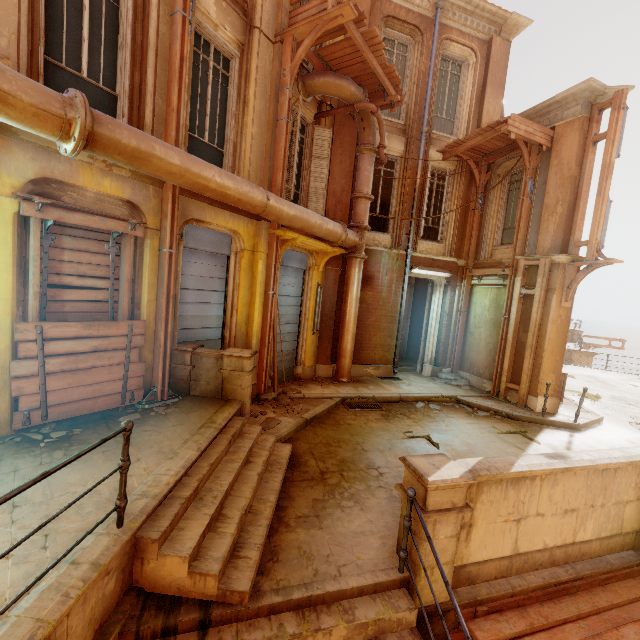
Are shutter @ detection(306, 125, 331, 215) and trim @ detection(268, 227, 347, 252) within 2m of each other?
yes

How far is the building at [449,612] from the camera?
3.59m

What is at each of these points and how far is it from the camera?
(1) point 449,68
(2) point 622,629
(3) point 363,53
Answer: (1) window, 11.49m
(2) trim, 3.73m
(3) wood, 7.62m

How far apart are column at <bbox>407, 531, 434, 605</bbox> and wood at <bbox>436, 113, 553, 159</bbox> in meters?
9.3 m

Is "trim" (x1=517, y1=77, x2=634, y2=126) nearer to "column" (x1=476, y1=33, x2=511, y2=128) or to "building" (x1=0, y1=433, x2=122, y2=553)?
"column" (x1=476, y1=33, x2=511, y2=128)

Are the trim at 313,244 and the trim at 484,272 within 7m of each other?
yes

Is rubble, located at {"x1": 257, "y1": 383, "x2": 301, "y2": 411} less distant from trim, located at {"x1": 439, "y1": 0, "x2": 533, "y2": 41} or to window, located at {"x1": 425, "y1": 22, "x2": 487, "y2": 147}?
window, located at {"x1": 425, "y1": 22, "x2": 487, "y2": 147}

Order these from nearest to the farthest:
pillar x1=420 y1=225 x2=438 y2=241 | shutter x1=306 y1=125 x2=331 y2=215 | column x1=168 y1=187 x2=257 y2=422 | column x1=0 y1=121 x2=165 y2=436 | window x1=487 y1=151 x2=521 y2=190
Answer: column x1=0 y1=121 x2=165 y2=436
column x1=168 y1=187 x2=257 y2=422
shutter x1=306 y1=125 x2=331 y2=215
window x1=487 y1=151 x2=521 y2=190
pillar x1=420 y1=225 x2=438 y2=241
